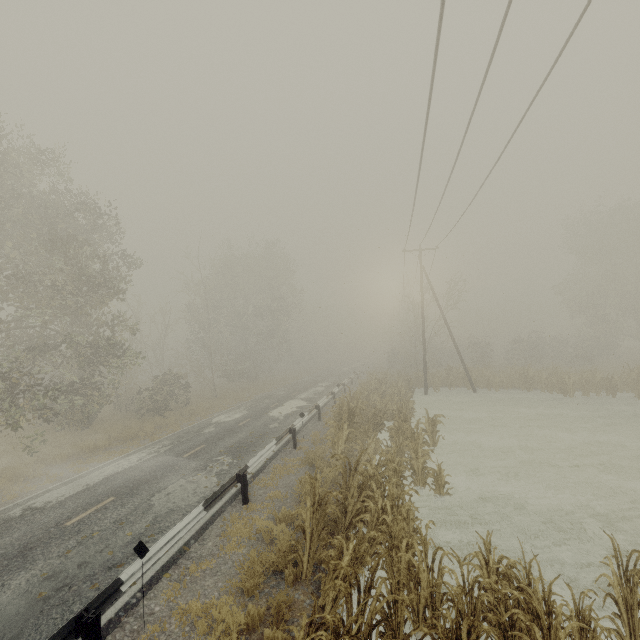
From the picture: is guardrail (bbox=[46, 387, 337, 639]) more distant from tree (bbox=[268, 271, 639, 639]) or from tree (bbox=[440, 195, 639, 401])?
tree (bbox=[268, 271, 639, 639])

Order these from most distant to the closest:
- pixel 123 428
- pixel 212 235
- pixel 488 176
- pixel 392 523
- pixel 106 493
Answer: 1. pixel 123 428
2. pixel 212 235
3. pixel 488 176
4. pixel 106 493
5. pixel 392 523

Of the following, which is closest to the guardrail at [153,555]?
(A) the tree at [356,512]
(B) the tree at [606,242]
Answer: (B) the tree at [606,242]

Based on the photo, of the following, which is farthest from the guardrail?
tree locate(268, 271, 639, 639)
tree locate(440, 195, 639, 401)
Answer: tree locate(268, 271, 639, 639)
